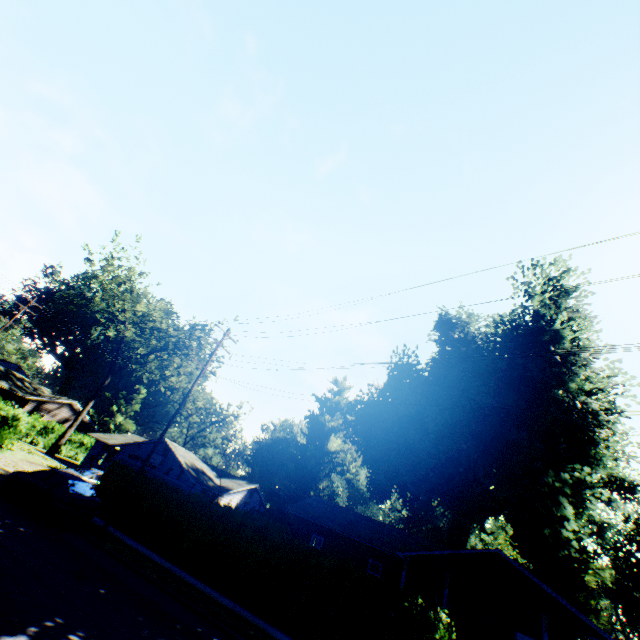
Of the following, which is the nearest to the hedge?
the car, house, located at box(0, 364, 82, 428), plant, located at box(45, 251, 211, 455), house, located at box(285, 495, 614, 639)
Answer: the car

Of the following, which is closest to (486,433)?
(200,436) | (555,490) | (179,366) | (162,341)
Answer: (555,490)

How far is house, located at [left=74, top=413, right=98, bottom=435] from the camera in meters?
49.9 m

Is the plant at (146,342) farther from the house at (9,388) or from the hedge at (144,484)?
the hedge at (144,484)

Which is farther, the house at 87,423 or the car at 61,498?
the house at 87,423

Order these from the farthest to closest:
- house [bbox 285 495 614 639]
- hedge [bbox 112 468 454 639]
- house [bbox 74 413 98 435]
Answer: house [bbox 74 413 98 435], house [bbox 285 495 614 639], hedge [bbox 112 468 454 639]

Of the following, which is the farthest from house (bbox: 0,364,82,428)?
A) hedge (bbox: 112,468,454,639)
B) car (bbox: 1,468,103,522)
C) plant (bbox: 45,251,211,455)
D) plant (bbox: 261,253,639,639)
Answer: plant (bbox: 261,253,639,639)
